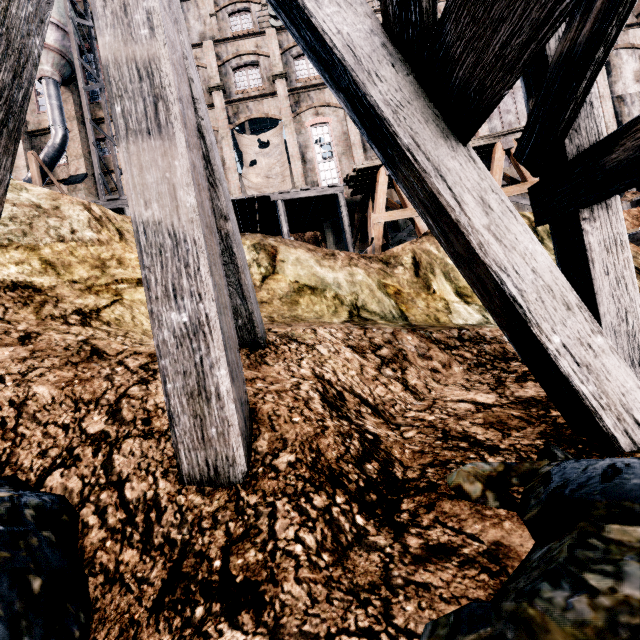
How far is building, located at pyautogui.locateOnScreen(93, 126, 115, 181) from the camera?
27.77m

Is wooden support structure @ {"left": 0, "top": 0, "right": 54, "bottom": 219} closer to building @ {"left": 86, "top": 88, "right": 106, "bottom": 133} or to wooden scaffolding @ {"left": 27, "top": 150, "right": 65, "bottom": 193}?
building @ {"left": 86, "top": 88, "right": 106, "bottom": 133}

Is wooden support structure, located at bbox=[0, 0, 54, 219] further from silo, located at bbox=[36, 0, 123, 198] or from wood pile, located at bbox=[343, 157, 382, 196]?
silo, located at bbox=[36, 0, 123, 198]

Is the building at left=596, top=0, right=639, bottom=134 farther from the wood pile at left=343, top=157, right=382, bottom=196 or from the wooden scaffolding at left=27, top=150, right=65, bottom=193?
the wood pile at left=343, top=157, right=382, bottom=196

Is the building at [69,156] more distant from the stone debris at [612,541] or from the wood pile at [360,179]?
the stone debris at [612,541]

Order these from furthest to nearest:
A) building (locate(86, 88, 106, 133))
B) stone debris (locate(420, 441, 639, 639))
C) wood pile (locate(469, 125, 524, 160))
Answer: building (locate(86, 88, 106, 133)) < wood pile (locate(469, 125, 524, 160)) < stone debris (locate(420, 441, 639, 639))

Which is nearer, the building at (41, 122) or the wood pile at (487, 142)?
the wood pile at (487, 142)

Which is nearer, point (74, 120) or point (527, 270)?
point (527, 270)
